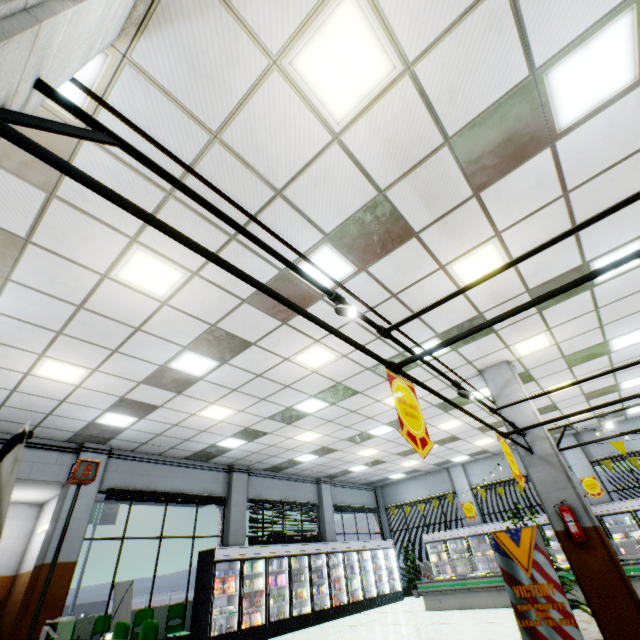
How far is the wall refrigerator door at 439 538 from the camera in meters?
13.6 m

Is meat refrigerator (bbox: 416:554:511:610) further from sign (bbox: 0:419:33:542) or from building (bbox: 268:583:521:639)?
sign (bbox: 0:419:33:542)

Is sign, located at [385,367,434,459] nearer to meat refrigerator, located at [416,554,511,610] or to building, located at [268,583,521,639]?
building, located at [268,583,521,639]

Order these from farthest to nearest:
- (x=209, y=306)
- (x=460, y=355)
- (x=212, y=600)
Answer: (x=212, y=600), (x=460, y=355), (x=209, y=306)

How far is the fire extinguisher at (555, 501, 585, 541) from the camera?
5.67m

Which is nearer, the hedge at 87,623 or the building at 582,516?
the building at 582,516

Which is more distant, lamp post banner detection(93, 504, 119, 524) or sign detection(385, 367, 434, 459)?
lamp post banner detection(93, 504, 119, 524)

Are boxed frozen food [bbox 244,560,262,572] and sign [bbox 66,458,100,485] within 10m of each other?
yes
